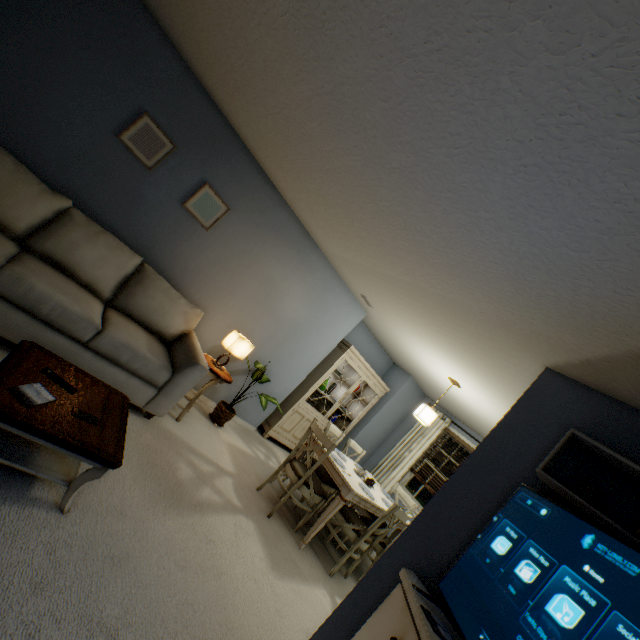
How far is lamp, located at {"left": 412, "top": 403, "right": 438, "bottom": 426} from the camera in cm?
405

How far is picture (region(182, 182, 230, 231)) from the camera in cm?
328

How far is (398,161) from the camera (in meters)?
1.74

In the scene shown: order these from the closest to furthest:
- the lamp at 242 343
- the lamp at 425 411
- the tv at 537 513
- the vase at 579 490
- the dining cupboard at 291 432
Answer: the tv at 537 513 → the vase at 579 490 → the lamp at 242 343 → the lamp at 425 411 → the dining cupboard at 291 432

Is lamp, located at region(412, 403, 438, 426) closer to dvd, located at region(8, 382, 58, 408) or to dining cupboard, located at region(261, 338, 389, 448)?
dining cupboard, located at region(261, 338, 389, 448)

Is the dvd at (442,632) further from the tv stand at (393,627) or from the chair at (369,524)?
the chair at (369,524)

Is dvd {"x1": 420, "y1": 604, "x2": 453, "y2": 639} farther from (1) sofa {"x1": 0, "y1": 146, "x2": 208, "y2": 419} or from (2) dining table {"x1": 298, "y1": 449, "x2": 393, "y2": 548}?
(1) sofa {"x1": 0, "y1": 146, "x2": 208, "y2": 419}

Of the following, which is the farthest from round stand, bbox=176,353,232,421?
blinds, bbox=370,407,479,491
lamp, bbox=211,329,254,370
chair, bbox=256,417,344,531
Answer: blinds, bbox=370,407,479,491
